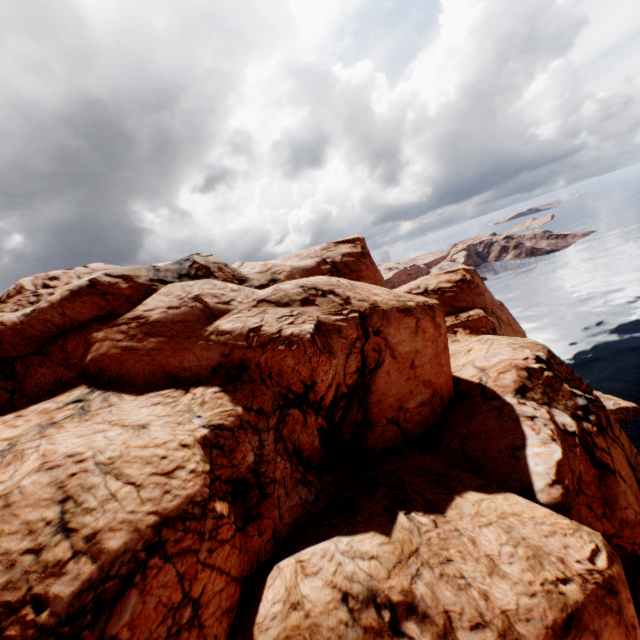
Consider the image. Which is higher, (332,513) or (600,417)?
(332,513)
